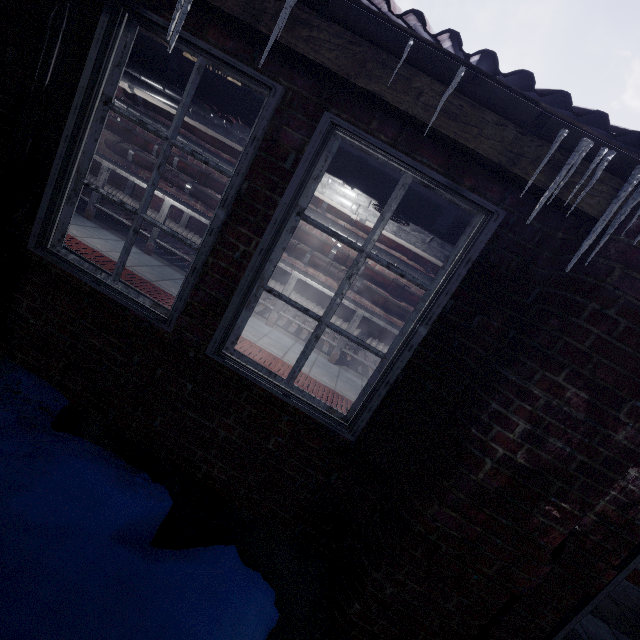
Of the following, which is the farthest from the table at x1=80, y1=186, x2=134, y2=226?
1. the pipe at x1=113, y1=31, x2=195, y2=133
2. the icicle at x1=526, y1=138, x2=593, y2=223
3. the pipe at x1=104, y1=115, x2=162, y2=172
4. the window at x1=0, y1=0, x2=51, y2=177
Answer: the icicle at x1=526, y1=138, x2=593, y2=223

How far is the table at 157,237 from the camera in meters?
4.4

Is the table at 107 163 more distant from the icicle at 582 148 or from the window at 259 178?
the icicle at 582 148

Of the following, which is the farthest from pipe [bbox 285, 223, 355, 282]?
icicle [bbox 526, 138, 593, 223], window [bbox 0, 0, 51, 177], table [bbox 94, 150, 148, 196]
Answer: icicle [bbox 526, 138, 593, 223]

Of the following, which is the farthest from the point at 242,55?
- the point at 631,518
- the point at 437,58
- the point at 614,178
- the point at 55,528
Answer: the point at 631,518

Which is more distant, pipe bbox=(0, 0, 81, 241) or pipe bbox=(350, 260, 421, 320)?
pipe bbox=(350, 260, 421, 320)

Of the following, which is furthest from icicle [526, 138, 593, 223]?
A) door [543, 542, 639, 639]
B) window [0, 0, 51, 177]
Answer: door [543, 542, 639, 639]

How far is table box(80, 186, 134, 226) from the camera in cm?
446
